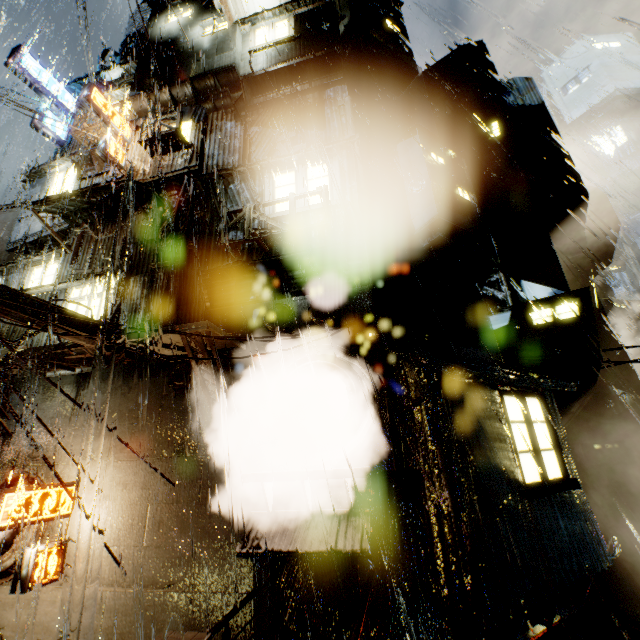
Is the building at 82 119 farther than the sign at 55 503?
Yes

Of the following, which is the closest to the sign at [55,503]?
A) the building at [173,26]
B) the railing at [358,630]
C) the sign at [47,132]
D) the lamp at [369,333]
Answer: the building at [173,26]

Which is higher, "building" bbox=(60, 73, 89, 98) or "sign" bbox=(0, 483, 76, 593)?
"building" bbox=(60, 73, 89, 98)

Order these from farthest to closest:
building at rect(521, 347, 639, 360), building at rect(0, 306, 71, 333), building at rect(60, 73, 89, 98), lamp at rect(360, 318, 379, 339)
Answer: building at rect(60, 73, 89, 98), building at rect(521, 347, 639, 360), lamp at rect(360, 318, 379, 339), building at rect(0, 306, 71, 333)

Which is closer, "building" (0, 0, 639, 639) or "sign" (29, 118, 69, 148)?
"building" (0, 0, 639, 639)

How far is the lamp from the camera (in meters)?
7.75

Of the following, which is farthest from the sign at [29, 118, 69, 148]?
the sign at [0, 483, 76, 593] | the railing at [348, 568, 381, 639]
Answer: the railing at [348, 568, 381, 639]

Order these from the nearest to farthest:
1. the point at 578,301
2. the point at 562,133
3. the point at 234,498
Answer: the point at 234,498 < the point at 578,301 < the point at 562,133
